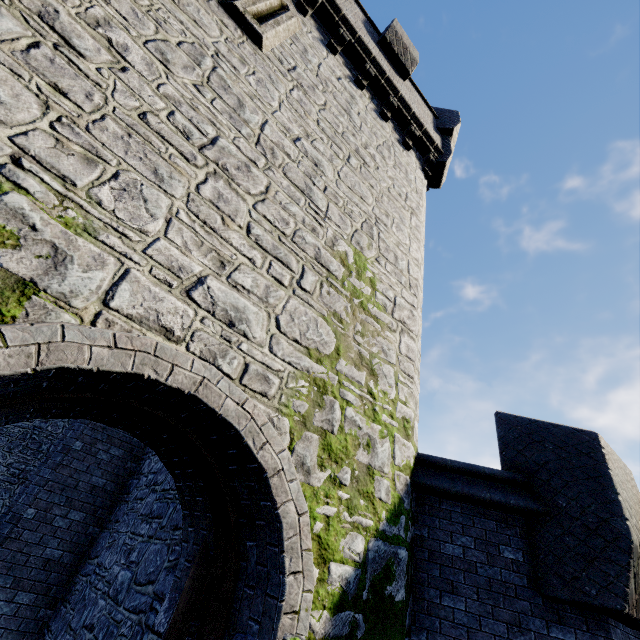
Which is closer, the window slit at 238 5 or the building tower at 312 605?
the building tower at 312 605

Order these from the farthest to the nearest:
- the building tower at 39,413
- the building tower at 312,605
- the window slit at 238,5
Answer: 1. the window slit at 238,5
2. the building tower at 39,413
3. the building tower at 312,605

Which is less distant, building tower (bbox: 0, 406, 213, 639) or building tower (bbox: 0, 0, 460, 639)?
building tower (bbox: 0, 0, 460, 639)

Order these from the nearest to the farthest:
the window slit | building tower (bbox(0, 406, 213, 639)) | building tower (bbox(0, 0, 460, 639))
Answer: building tower (bbox(0, 0, 460, 639)), building tower (bbox(0, 406, 213, 639)), the window slit

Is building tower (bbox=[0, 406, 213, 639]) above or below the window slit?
below

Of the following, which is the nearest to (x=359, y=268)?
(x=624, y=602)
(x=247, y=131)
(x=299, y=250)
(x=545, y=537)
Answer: (x=299, y=250)

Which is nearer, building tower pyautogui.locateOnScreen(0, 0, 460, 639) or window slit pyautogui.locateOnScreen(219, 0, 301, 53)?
building tower pyautogui.locateOnScreen(0, 0, 460, 639)
